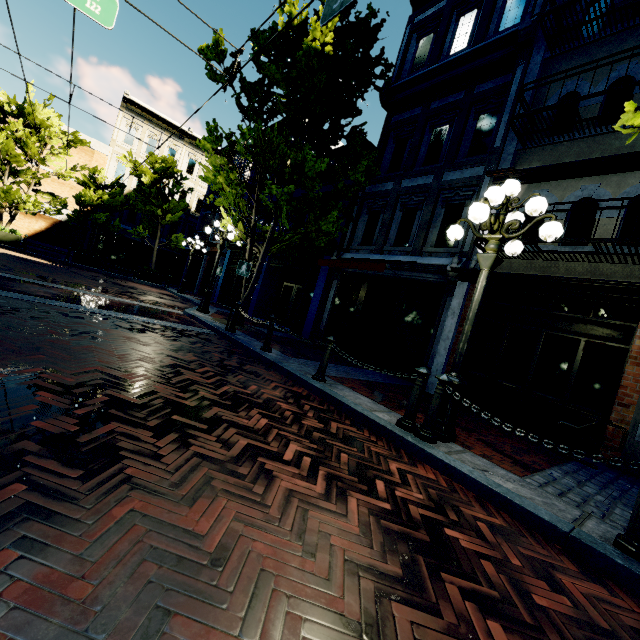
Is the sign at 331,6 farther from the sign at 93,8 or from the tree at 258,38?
the sign at 93,8

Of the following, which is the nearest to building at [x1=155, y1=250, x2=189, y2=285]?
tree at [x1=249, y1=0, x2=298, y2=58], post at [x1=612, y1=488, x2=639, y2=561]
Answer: tree at [x1=249, y1=0, x2=298, y2=58]

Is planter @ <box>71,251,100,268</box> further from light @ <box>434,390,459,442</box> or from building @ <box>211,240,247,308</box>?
light @ <box>434,390,459,442</box>

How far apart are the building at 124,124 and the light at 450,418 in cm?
2921

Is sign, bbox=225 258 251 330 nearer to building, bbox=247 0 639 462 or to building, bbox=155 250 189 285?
building, bbox=247 0 639 462

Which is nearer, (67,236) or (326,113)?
(326,113)

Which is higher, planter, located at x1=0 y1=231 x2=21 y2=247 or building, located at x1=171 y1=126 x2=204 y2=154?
building, located at x1=171 y1=126 x2=204 y2=154

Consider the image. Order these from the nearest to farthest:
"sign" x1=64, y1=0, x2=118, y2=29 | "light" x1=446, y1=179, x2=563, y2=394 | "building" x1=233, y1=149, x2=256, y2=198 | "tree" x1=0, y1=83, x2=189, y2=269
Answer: "light" x1=446, y1=179, x2=563, y2=394 < "sign" x1=64, y1=0, x2=118, y2=29 < "tree" x1=0, y1=83, x2=189, y2=269 < "building" x1=233, y1=149, x2=256, y2=198
